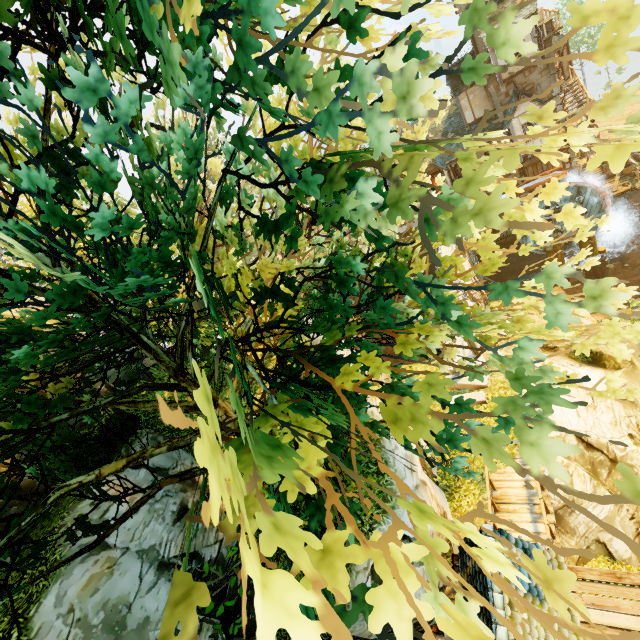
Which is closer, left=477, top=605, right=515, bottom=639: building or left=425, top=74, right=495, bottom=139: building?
left=477, top=605, right=515, bottom=639: building

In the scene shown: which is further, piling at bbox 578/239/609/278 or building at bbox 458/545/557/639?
piling at bbox 578/239/609/278

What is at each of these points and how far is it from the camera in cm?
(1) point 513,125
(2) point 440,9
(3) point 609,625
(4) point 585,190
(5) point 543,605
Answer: →
(1) building, 2388
(2) tree, 340
(3) wooden platform, 842
(4) water wheel, 2466
(5) building, 693

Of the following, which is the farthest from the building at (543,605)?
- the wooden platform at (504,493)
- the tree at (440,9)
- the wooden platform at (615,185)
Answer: the wooden platform at (615,185)

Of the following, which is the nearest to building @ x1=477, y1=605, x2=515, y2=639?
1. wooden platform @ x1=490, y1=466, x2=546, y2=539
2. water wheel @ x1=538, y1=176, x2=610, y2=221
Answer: wooden platform @ x1=490, y1=466, x2=546, y2=539

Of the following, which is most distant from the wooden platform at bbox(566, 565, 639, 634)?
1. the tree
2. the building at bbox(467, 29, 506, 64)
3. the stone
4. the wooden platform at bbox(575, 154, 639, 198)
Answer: the wooden platform at bbox(575, 154, 639, 198)

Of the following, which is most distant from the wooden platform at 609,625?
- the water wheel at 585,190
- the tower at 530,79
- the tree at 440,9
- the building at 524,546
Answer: the tower at 530,79

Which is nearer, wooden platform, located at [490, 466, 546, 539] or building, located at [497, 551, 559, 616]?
building, located at [497, 551, 559, 616]
